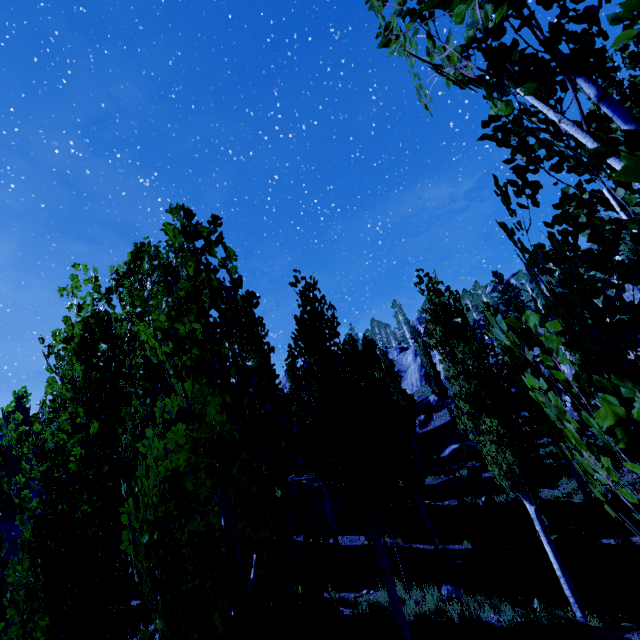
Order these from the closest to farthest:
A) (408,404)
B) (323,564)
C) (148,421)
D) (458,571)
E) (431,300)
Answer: (148,421)
(458,571)
(431,300)
(323,564)
(408,404)

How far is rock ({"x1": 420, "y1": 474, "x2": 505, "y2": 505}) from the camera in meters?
18.7

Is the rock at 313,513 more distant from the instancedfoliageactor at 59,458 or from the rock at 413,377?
the rock at 413,377

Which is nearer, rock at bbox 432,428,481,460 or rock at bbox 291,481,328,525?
rock at bbox 291,481,328,525

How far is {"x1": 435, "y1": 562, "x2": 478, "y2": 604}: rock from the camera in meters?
10.2

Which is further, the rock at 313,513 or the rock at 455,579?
the rock at 313,513

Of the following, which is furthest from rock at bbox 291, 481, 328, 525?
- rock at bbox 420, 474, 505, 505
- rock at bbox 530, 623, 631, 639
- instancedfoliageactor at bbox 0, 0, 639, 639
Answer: rock at bbox 530, 623, 631, 639

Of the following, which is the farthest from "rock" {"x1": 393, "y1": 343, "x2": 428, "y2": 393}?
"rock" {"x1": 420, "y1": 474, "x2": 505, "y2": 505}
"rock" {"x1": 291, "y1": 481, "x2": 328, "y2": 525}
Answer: "rock" {"x1": 291, "y1": 481, "x2": 328, "y2": 525}
